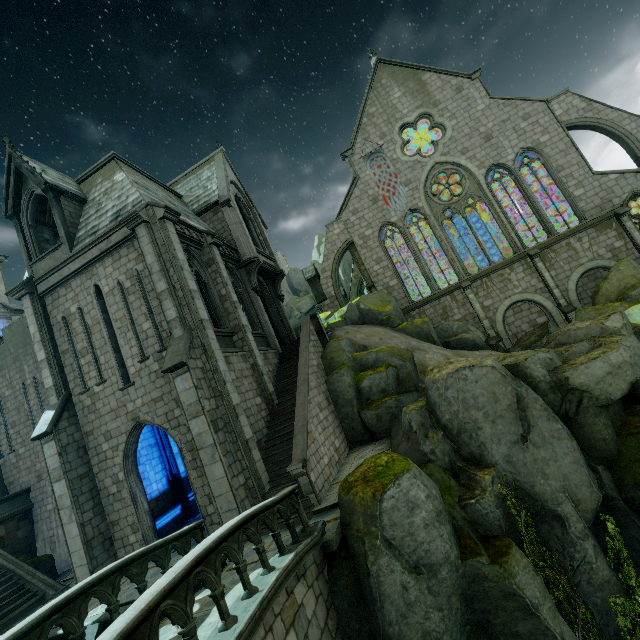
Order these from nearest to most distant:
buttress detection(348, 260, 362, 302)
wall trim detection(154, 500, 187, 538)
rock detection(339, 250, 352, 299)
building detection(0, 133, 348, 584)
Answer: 1. building detection(0, 133, 348, 584)
2. wall trim detection(154, 500, 187, 538)
3. buttress detection(348, 260, 362, 302)
4. rock detection(339, 250, 352, 299)

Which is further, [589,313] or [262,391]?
[589,313]

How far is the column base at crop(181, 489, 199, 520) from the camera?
15.7m

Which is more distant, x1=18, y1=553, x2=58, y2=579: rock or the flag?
the flag

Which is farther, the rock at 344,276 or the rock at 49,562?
the rock at 344,276

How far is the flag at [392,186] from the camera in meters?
25.8

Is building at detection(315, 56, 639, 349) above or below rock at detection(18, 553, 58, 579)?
above

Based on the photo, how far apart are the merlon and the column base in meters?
15.4
